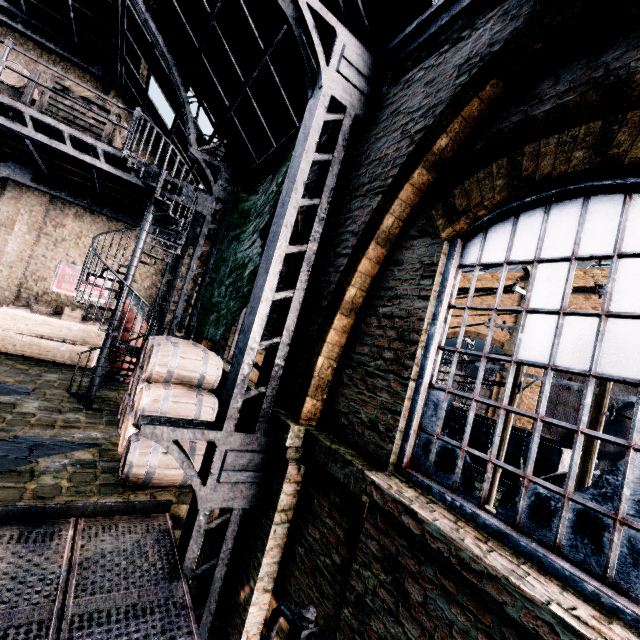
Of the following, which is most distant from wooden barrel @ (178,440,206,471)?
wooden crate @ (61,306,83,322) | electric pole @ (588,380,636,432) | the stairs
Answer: electric pole @ (588,380,636,432)

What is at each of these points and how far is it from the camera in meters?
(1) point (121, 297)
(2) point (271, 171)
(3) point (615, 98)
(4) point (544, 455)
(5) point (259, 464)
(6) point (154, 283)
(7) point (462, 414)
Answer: (1) spiral staircase, 7.7
(2) building, 8.3
(3) building, 2.5
(4) rail car, 18.5
(5) truss, 4.4
(6) building, 14.9
(7) rail car, 22.9

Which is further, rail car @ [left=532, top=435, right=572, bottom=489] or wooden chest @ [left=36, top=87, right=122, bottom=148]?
rail car @ [left=532, top=435, right=572, bottom=489]

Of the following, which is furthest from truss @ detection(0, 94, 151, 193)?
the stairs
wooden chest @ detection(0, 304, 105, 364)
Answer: the stairs

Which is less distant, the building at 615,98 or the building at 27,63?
the building at 615,98

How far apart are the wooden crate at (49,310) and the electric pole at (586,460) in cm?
1635

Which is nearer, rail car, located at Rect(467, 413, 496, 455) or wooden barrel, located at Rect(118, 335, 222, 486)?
wooden barrel, located at Rect(118, 335, 222, 486)

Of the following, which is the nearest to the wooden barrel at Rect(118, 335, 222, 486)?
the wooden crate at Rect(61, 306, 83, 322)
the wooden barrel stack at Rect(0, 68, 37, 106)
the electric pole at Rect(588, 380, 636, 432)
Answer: the wooden crate at Rect(61, 306, 83, 322)
